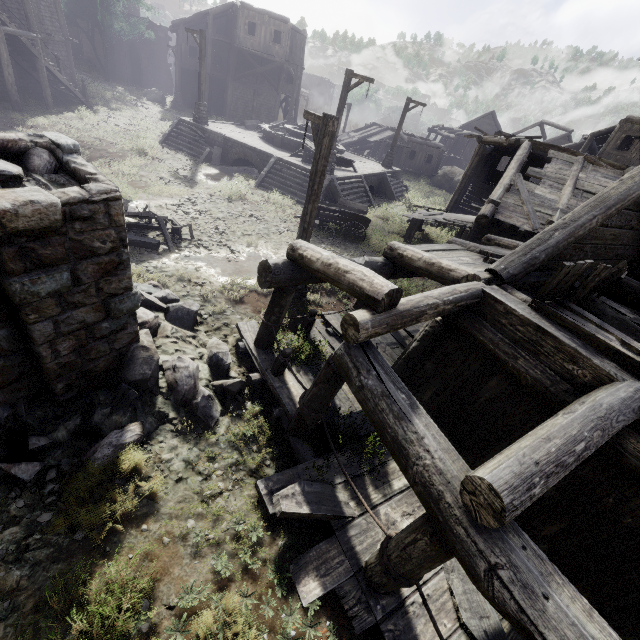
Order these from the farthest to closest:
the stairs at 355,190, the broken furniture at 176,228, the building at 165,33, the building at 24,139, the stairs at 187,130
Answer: the building at 165,33 < the stairs at 187,130 < the stairs at 355,190 < the broken furniture at 176,228 < the building at 24,139

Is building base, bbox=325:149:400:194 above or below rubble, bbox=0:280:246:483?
above

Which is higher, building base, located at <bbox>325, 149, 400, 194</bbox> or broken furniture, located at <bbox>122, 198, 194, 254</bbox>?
building base, located at <bbox>325, 149, 400, 194</bbox>

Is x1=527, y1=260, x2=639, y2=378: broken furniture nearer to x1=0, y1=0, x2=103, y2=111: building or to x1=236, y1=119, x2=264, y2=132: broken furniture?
x1=0, y1=0, x2=103, y2=111: building

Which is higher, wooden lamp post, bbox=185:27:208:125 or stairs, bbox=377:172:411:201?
wooden lamp post, bbox=185:27:208:125

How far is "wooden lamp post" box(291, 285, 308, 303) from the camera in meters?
9.3 m

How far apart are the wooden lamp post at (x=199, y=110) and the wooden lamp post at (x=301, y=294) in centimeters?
1636cm

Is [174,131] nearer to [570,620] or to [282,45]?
[282,45]
